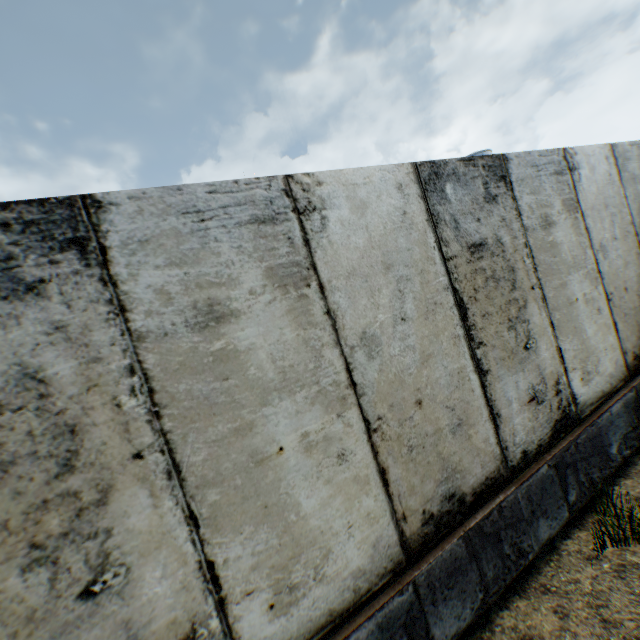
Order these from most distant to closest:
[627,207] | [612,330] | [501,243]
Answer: [627,207] → [612,330] → [501,243]
